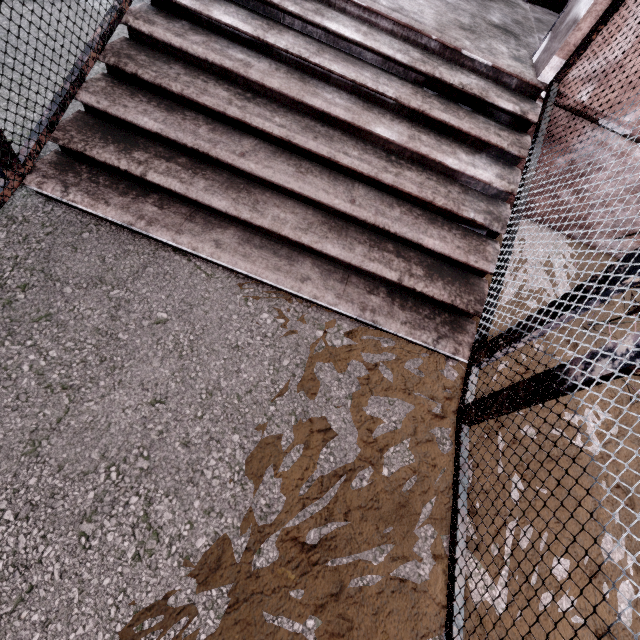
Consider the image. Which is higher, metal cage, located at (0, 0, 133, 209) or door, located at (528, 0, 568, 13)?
door, located at (528, 0, 568, 13)

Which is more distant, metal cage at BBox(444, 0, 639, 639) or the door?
the door

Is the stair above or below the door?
below

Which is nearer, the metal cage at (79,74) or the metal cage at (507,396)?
the metal cage at (507,396)

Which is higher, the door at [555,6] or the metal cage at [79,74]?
the door at [555,6]

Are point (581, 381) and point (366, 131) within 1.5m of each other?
no

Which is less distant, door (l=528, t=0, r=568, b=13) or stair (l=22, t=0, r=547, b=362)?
stair (l=22, t=0, r=547, b=362)

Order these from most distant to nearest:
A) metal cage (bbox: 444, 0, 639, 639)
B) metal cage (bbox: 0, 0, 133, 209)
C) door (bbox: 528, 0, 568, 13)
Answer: door (bbox: 528, 0, 568, 13), metal cage (bbox: 0, 0, 133, 209), metal cage (bbox: 444, 0, 639, 639)
